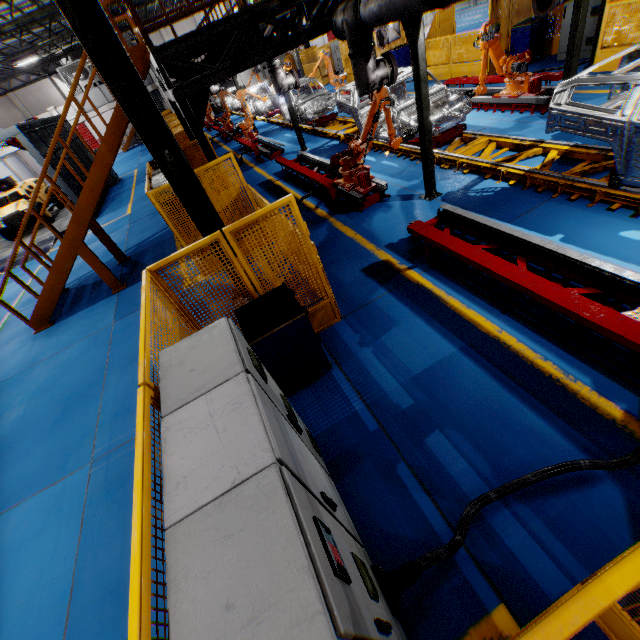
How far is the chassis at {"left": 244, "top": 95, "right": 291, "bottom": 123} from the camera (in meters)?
16.45

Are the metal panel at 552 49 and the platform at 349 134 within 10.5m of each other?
yes

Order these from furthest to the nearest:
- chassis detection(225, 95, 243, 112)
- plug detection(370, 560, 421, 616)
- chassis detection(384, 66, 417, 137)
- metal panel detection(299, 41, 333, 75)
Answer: chassis detection(225, 95, 243, 112), metal panel detection(299, 41, 333, 75), chassis detection(384, 66, 417, 137), plug detection(370, 560, 421, 616)

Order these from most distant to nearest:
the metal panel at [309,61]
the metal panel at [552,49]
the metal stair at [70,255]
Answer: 1. the metal panel at [309,61]
2. the metal panel at [552,49]
3. the metal stair at [70,255]

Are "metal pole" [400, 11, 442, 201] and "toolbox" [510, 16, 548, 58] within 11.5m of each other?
yes

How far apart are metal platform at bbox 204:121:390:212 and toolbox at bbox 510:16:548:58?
8.7m

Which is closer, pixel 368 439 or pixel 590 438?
pixel 590 438

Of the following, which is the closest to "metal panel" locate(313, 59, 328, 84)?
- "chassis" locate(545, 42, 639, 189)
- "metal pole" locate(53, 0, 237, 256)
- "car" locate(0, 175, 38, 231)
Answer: "metal pole" locate(53, 0, 237, 256)
